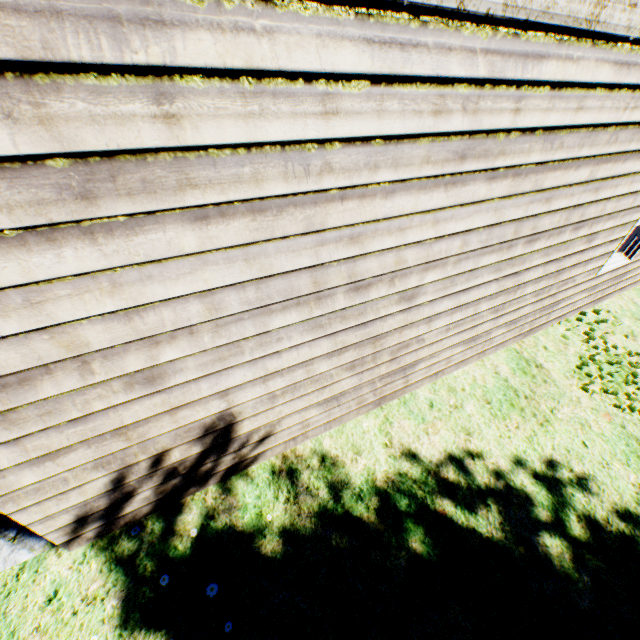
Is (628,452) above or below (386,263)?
below
